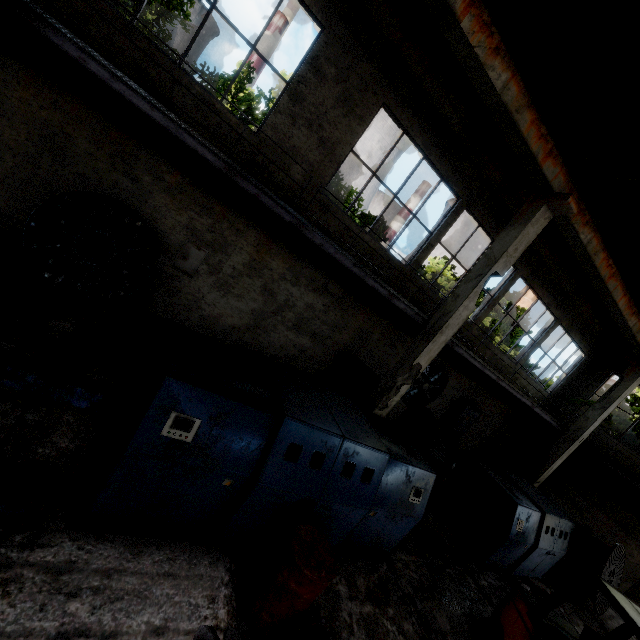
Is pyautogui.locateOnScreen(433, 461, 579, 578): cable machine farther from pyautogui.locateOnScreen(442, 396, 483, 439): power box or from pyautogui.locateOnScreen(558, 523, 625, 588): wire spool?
pyautogui.locateOnScreen(442, 396, 483, 439): power box

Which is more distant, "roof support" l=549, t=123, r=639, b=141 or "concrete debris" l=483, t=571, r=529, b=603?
"concrete debris" l=483, t=571, r=529, b=603

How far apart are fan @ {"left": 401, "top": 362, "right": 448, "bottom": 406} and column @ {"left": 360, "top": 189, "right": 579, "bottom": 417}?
4.0m

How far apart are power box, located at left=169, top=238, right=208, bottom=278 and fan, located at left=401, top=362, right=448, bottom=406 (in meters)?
8.36

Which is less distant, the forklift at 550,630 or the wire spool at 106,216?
the forklift at 550,630

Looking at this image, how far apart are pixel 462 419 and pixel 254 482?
12.3m

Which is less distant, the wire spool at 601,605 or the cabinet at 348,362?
the wire spool at 601,605

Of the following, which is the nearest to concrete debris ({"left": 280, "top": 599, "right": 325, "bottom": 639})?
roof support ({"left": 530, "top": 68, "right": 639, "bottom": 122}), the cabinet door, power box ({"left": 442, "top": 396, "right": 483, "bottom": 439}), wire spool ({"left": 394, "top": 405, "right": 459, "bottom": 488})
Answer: wire spool ({"left": 394, "top": 405, "right": 459, "bottom": 488})
